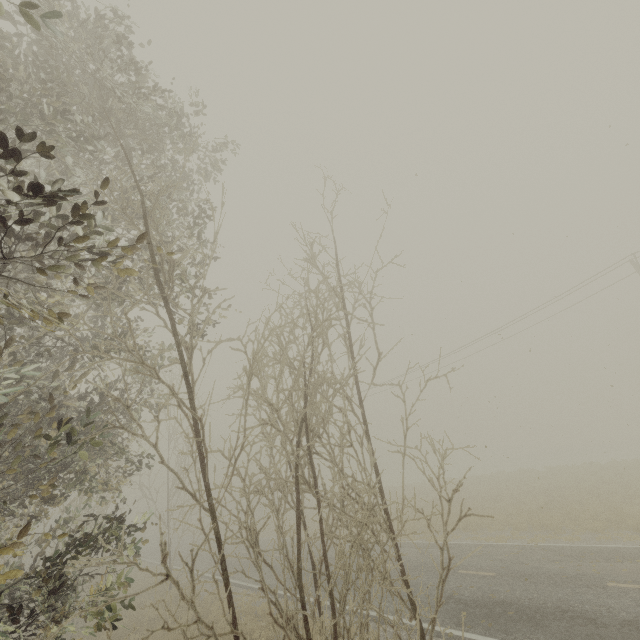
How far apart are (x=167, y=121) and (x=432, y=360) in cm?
2362
